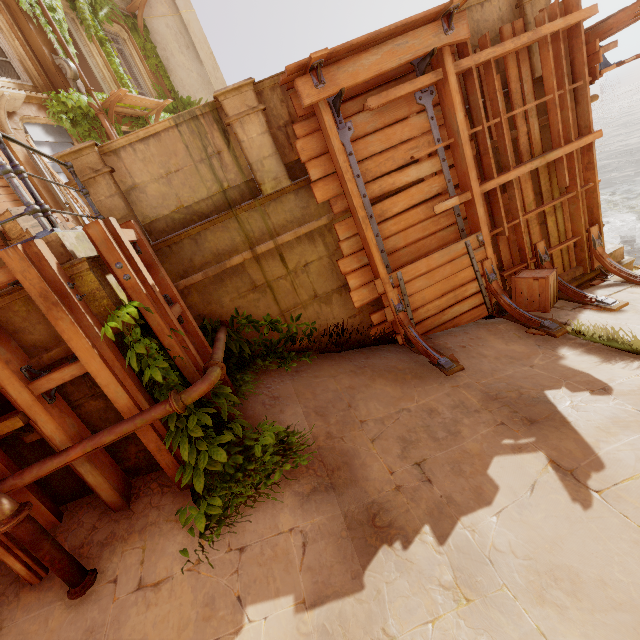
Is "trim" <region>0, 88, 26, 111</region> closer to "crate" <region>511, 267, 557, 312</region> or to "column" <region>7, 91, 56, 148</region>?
"column" <region>7, 91, 56, 148</region>

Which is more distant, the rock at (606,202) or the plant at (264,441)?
the rock at (606,202)

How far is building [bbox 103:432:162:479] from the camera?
3.6 meters

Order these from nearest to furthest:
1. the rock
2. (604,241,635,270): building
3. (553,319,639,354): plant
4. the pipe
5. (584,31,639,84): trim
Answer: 1. the pipe
2. (553,319,639,354): plant
3. (584,31,639,84): trim
4. (604,241,635,270): building
5. the rock

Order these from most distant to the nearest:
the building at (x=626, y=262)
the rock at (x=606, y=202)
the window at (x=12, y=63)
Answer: the rock at (x=606, y=202)
the window at (x=12, y=63)
the building at (x=626, y=262)

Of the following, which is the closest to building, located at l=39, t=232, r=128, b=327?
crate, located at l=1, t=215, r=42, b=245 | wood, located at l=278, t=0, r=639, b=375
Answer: wood, located at l=278, t=0, r=639, b=375

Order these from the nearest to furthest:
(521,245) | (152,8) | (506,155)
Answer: (506,155) < (521,245) < (152,8)

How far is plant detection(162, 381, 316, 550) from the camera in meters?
3.3 m
